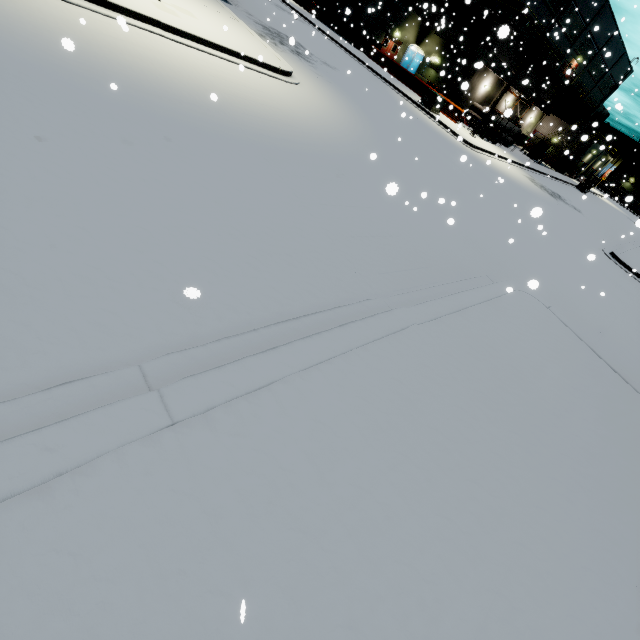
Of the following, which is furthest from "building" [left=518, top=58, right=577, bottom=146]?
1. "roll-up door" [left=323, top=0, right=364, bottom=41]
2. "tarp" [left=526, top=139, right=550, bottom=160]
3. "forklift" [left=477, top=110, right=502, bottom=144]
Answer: "forklift" [left=477, top=110, right=502, bottom=144]

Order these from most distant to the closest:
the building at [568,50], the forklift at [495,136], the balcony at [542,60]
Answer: the building at [568,50] < the balcony at [542,60] < the forklift at [495,136]

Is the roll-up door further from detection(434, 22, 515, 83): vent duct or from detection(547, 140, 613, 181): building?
detection(434, 22, 515, 83): vent duct

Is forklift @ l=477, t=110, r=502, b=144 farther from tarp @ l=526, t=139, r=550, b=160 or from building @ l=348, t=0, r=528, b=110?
tarp @ l=526, t=139, r=550, b=160

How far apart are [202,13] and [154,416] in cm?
1657

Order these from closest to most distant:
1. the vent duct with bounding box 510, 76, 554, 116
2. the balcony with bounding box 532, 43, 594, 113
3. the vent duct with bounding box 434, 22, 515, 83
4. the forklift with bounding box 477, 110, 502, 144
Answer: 1. the forklift with bounding box 477, 110, 502, 144
2. the vent duct with bounding box 434, 22, 515, 83
3. the balcony with bounding box 532, 43, 594, 113
4. the vent duct with bounding box 510, 76, 554, 116

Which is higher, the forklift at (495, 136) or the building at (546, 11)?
the building at (546, 11)

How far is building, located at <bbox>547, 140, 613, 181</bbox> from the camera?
45.3m
